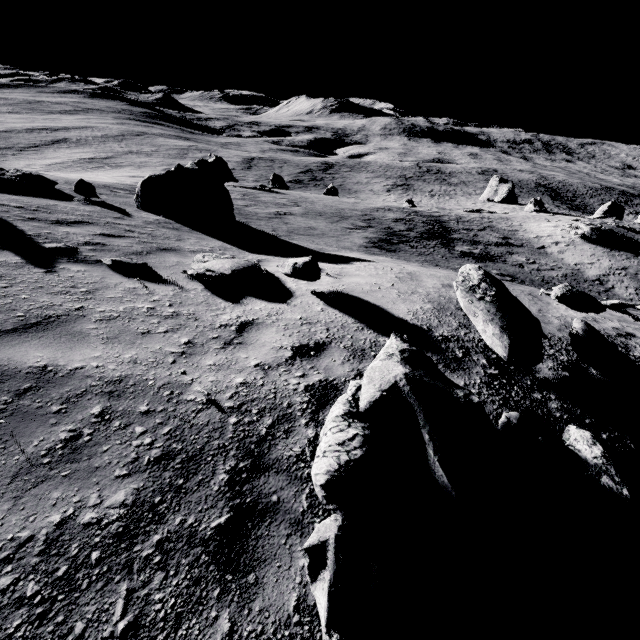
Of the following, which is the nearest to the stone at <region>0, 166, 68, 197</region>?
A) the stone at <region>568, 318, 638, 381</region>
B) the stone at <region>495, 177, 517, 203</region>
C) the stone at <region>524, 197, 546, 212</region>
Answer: the stone at <region>568, 318, 638, 381</region>

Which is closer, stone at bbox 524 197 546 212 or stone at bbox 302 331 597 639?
stone at bbox 302 331 597 639

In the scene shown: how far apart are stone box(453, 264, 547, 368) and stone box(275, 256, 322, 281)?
2.3 meters

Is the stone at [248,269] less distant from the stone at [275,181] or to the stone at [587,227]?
the stone at [275,181]

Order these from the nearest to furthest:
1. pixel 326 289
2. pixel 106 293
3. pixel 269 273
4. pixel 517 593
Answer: pixel 517 593, pixel 106 293, pixel 326 289, pixel 269 273

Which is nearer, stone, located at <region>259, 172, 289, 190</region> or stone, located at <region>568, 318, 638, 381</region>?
stone, located at <region>568, 318, 638, 381</region>

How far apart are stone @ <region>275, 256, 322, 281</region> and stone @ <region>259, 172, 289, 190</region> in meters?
28.5 m

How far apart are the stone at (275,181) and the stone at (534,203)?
37.9m
